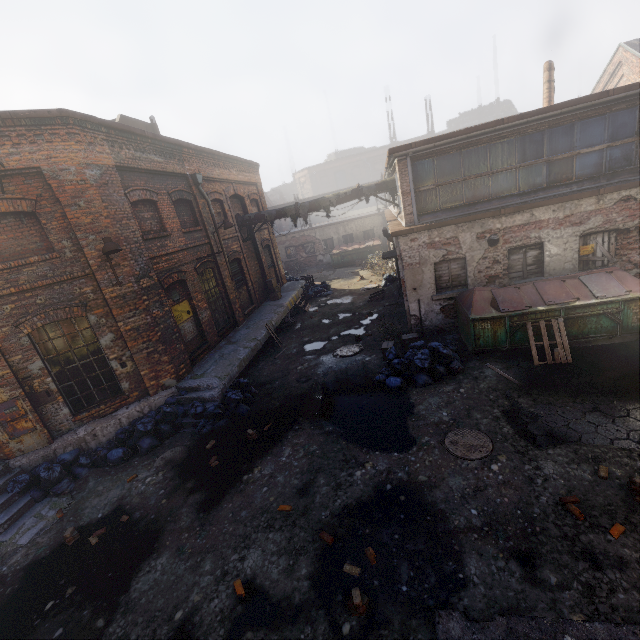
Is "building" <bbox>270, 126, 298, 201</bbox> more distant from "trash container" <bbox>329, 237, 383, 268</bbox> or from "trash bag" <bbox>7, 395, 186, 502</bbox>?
"trash bag" <bbox>7, 395, 186, 502</bbox>

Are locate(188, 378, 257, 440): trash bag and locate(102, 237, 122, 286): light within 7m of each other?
yes

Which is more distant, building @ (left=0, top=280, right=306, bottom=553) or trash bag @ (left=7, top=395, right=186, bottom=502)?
trash bag @ (left=7, top=395, right=186, bottom=502)

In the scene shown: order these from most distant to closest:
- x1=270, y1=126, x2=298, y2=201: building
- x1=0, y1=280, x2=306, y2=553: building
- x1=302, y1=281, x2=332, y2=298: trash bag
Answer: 1. x1=270, y1=126, x2=298, y2=201: building
2. x1=302, y1=281, x2=332, y2=298: trash bag
3. x1=0, y1=280, x2=306, y2=553: building

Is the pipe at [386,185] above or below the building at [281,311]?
above

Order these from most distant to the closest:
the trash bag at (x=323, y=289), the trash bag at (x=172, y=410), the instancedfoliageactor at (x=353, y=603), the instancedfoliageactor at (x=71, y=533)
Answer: the trash bag at (x=323, y=289)
the trash bag at (x=172, y=410)
the instancedfoliageactor at (x=71, y=533)
the instancedfoliageactor at (x=353, y=603)

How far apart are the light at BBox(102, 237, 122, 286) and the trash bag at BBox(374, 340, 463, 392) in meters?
7.4

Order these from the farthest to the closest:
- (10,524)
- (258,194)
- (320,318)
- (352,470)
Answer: (258,194) → (320,318) → (10,524) → (352,470)
